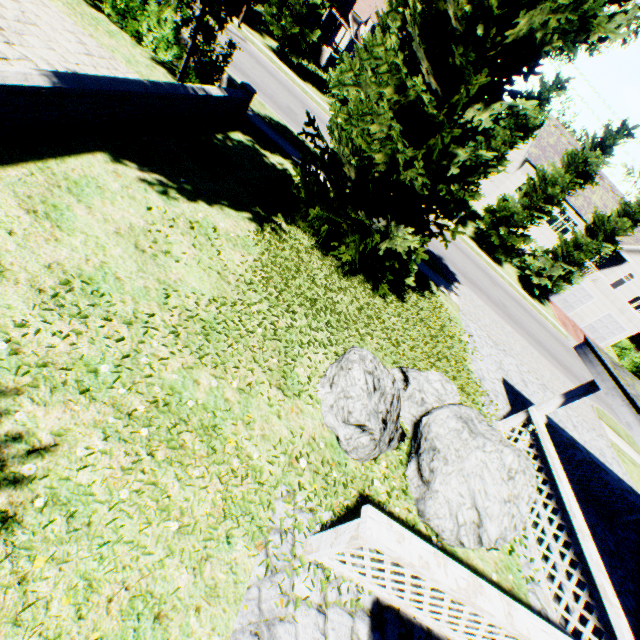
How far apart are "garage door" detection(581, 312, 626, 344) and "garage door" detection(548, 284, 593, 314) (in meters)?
2.15

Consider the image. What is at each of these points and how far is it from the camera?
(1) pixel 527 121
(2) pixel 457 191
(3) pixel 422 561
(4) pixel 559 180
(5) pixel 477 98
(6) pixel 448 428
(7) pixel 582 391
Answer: (1) tree, 22.0 meters
(2) tree, 24.5 meters
(3) house, 3.2 meters
(4) tree, 23.0 meters
(5) plant, 6.2 meters
(6) rock, 5.1 meters
(7) pillar, 7.3 meters

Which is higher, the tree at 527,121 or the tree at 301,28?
the tree at 527,121

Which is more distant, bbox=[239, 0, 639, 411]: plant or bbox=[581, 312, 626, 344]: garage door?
bbox=[581, 312, 626, 344]: garage door

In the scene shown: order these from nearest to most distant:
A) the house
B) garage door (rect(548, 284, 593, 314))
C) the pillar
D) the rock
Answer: the house
the rock
the pillar
garage door (rect(548, 284, 593, 314))

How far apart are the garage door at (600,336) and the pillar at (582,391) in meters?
34.8 m

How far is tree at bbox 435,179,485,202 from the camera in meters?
24.7

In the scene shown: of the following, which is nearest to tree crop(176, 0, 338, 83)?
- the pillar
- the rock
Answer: the rock
